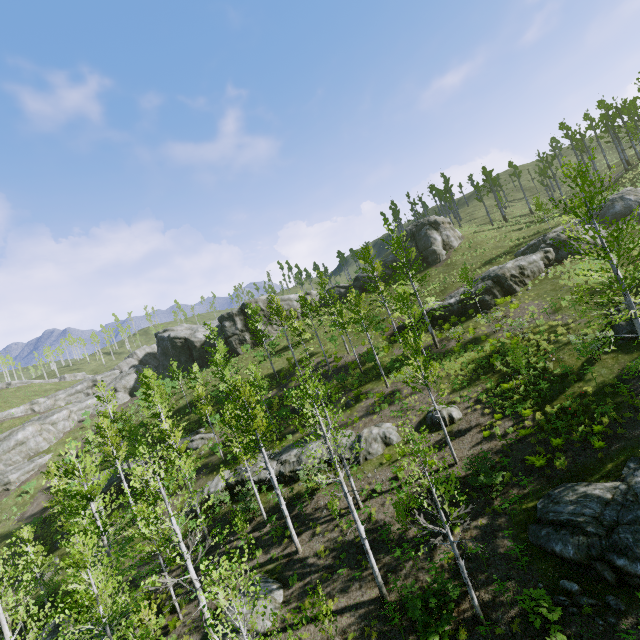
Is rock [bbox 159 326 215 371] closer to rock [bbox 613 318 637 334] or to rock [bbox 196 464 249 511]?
rock [bbox 196 464 249 511]

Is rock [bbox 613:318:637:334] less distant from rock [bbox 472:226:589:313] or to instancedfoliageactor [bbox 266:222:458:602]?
rock [bbox 472:226:589:313]

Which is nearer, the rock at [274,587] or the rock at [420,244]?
the rock at [274,587]

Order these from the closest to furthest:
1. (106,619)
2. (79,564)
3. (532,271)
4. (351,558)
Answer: (106,619) → (351,558) → (79,564) → (532,271)

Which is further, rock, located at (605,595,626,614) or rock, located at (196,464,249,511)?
rock, located at (196,464,249,511)

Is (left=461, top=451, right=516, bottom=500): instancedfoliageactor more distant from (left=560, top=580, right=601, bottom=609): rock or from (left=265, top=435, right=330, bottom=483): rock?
(left=560, top=580, right=601, bottom=609): rock

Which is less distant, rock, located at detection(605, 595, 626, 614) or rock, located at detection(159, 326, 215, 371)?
rock, located at detection(605, 595, 626, 614)

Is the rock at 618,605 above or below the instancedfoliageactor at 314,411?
below
